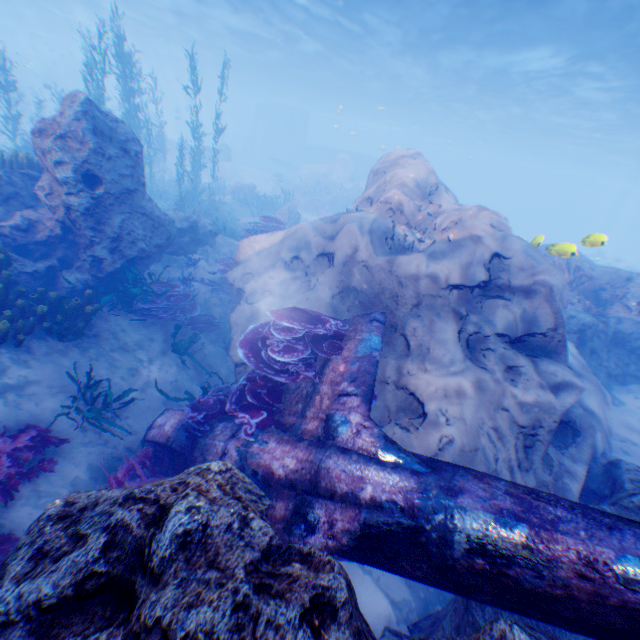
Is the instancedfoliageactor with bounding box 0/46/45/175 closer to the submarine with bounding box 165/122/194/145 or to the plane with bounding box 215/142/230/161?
the submarine with bounding box 165/122/194/145

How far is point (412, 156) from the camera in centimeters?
1162cm

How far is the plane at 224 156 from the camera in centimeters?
3209cm

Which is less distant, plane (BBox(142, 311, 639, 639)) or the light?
plane (BBox(142, 311, 639, 639))

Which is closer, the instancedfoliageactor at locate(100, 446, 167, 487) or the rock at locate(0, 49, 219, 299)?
the instancedfoliageactor at locate(100, 446, 167, 487)

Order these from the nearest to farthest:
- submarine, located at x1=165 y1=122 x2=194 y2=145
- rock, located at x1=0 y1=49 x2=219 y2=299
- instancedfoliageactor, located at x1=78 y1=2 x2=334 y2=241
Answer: rock, located at x1=0 y1=49 x2=219 y2=299 → instancedfoliageactor, located at x1=78 y1=2 x2=334 y2=241 → submarine, located at x1=165 y1=122 x2=194 y2=145

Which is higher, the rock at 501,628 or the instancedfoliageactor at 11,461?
the rock at 501,628

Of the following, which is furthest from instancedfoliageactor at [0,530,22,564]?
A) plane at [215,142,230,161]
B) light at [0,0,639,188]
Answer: plane at [215,142,230,161]
